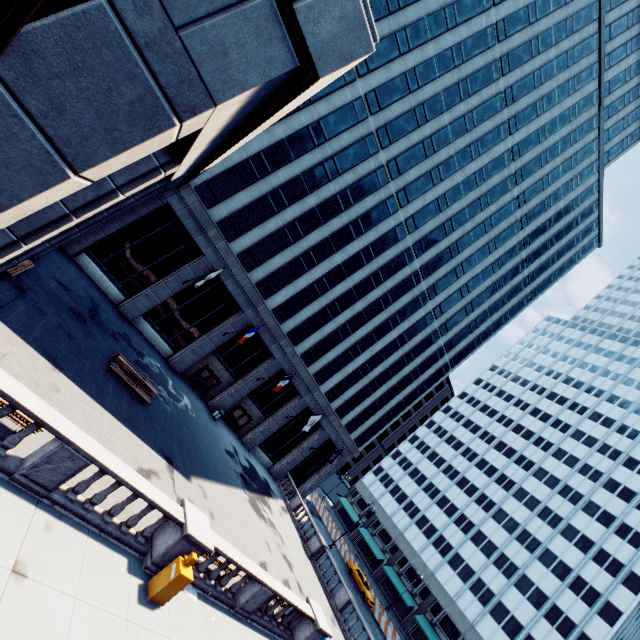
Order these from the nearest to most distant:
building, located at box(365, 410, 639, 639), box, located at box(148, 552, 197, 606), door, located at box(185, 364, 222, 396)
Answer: box, located at box(148, 552, 197, 606)
door, located at box(185, 364, 222, 396)
building, located at box(365, 410, 639, 639)

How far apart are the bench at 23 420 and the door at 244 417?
23.9m

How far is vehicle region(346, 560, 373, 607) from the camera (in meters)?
37.97

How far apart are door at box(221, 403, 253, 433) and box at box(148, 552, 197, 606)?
22.6 meters

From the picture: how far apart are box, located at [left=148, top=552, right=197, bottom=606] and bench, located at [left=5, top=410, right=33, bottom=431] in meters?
5.5

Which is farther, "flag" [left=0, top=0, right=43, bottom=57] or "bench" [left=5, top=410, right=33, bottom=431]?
"bench" [left=5, top=410, right=33, bottom=431]

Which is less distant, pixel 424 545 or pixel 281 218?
pixel 281 218

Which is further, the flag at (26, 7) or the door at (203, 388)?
the door at (203, 388)
